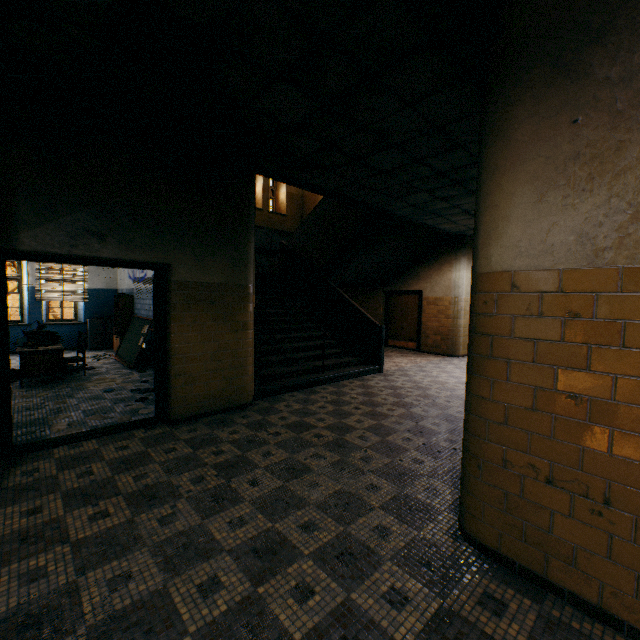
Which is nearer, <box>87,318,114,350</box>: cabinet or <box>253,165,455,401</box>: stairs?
<box>253,165,455,401</box>: stairs

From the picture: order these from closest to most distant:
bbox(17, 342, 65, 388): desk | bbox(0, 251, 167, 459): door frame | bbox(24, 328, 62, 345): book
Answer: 1. bbox(0, 251, 167, 459): door frame
2. bbox(17, 342, 65, 388): desk
3. bbox(24, 328, 62, 345): book

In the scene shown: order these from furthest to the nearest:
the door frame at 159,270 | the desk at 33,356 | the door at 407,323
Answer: the door at 407,323 < the desk at 33,356 < the door frame at 159,270

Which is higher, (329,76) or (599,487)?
(329,76)

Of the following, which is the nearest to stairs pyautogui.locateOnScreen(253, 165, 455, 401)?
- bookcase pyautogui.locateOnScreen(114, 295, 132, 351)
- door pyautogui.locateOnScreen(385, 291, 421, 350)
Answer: door pyautogui.locateOnScreen(385, 291, 421, 350)

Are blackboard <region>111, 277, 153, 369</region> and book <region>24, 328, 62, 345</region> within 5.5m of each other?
yes

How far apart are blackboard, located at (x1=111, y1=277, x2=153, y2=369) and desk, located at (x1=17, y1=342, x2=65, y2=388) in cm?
122

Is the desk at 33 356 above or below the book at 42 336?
below
